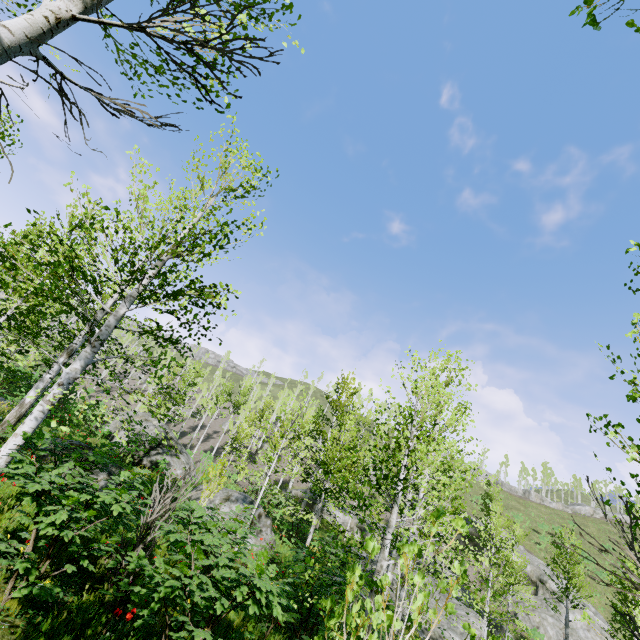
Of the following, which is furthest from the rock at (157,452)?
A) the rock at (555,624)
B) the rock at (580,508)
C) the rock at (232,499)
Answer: the rock at (580,508)

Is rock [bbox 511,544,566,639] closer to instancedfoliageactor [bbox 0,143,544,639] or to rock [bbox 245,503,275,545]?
instancedfoliageactor [bbox 0,143,544,639]

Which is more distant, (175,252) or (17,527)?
(175,252)

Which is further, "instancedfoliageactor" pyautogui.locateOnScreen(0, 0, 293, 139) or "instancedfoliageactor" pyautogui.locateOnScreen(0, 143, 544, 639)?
"instancedfoliageactor" pyautogui.locateOnScreen(0, 143, 544, 639)

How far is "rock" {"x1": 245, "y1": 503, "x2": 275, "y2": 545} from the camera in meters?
11.8 m

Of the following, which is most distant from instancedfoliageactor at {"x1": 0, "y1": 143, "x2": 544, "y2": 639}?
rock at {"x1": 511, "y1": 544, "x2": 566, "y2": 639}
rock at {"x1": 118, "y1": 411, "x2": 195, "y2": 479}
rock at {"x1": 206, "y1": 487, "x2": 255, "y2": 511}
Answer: rock at {"x1": 206, "y1": 487, "x2": 255, "y2": 511}

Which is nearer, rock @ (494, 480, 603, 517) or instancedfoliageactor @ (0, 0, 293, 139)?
instancedfoliageactor @ (0, 0, 293, 139)

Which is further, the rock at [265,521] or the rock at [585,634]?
the rock at [585,634]
